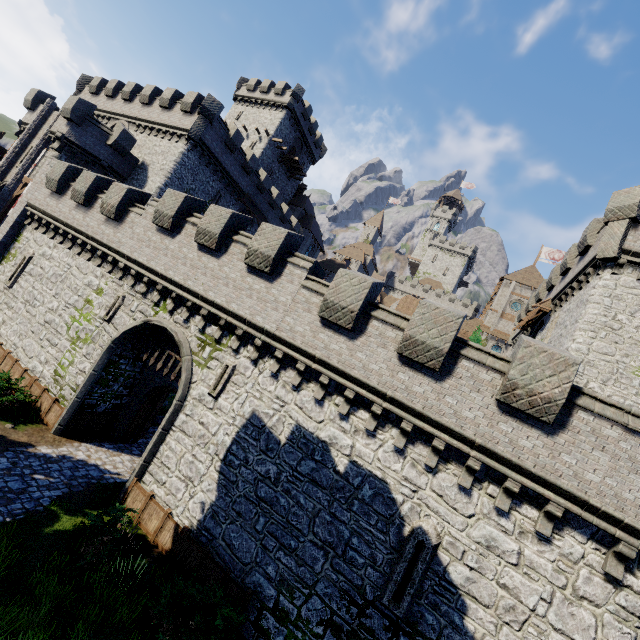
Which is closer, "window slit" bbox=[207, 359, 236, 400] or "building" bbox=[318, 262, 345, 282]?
"window slit" bbox=[207, 359, 236, 400]

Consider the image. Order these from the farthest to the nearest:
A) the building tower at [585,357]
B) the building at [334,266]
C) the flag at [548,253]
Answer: the building at [334,266] → the flag at [548,253] → the building tower at [585,357]

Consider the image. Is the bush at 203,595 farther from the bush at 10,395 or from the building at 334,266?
the building at 334,266

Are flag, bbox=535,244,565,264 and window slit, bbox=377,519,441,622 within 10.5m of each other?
no

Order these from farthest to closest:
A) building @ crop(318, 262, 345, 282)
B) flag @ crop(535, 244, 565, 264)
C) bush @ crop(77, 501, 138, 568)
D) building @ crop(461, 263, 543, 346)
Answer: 1. building @ crop(318, 262, 345, 282)
2. flag @ crop(535, 244, 565, 264)
3. building @ crop(461, 263, 543, 346)
4. bush @ crop(77, 501, 138, 568)

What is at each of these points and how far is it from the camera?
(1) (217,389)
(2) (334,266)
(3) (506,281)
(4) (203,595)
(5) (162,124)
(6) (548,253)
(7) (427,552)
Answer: (1) window slit, 12.3 meters
(2) building, 59.1 meters
(3) building, 48.8 meters
(4) bush, 8.9 meters
(5) building tower, 28.6 meters
(6) flag, 50.8 meters
(7) window slit, 8.8 meters

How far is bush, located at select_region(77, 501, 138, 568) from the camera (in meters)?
9.50

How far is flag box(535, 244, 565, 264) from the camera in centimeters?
4991cm
